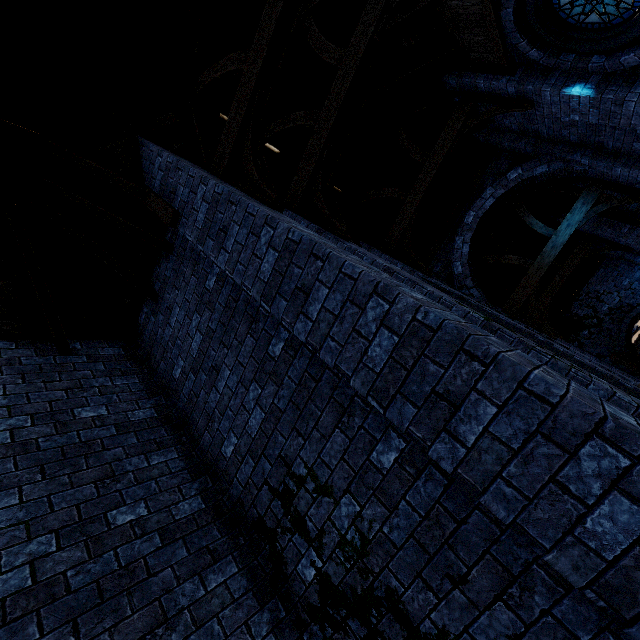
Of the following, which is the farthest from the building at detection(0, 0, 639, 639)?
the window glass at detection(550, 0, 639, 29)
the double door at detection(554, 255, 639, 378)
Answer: the window glass at detection(550, 0, 639, 29)

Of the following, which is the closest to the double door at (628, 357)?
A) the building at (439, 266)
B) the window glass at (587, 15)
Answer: the building at (439, 266)

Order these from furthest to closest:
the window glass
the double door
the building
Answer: the double door → the window glass → the building

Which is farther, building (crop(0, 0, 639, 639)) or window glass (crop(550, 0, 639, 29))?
window glass (crop(550, 0, 639, 29))

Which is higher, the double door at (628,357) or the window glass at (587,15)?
the window glass at (587,15)

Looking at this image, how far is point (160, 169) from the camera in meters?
4.8
